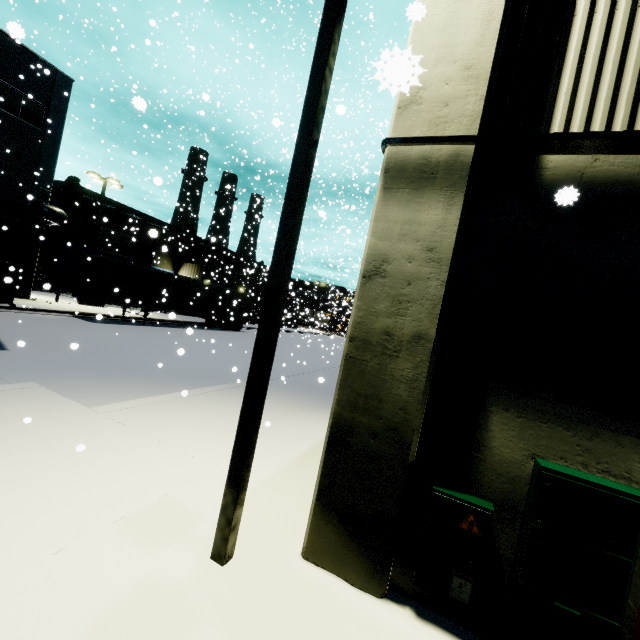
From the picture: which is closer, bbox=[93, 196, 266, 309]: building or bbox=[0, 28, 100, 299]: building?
bbox=[0, 28, 100, 299]: building

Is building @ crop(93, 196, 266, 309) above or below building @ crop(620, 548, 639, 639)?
above

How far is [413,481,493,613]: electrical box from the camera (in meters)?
3.05

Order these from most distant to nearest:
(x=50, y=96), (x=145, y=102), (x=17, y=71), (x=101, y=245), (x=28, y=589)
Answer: (x=101, y=245), (x=50, y=96), (x=17, y=71), (x=145, y=102), (x=28, y=589)

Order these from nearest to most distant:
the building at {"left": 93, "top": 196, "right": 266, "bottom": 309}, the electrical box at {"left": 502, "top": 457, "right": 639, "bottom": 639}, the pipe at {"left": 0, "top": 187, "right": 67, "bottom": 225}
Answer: the electrical box at {"left": 502, "top": 457, "right": 639, "bottom": 639} → the pipe at {"left": 0, "top": 187, "right": 67, "bottom": 225} → the building at {"left": 93, "top": 196, "right": 266, "bottom": 309}

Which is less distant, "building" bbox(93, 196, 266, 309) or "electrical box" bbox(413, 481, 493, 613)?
"electrical box" bbox(413, 481, 493, 613)

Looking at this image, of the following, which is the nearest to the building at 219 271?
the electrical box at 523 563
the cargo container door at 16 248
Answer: the electrical box at 523 563

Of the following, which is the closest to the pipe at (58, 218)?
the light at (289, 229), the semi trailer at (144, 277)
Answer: the semi trailer at (144, 277)
